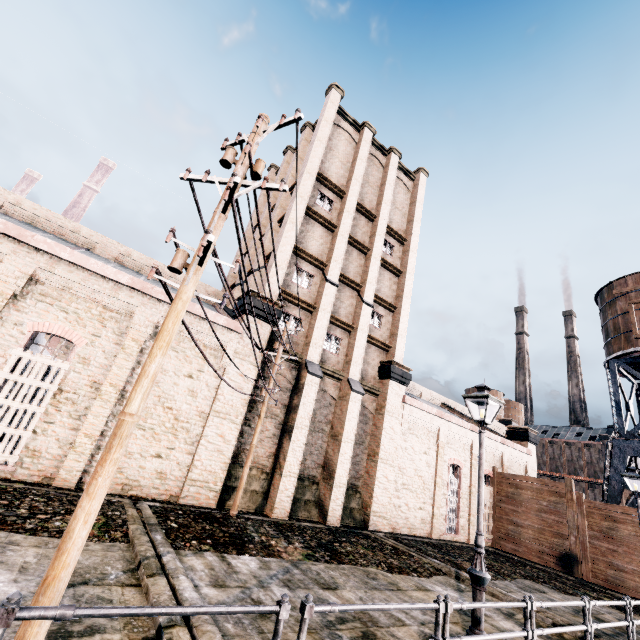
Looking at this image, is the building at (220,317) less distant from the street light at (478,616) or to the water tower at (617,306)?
the water tower at (617,306)

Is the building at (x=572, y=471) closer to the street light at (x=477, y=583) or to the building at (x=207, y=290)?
the building at (x=207, y=290)

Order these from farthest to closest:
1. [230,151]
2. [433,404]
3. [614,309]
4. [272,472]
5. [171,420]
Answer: [433,404] → [614,309] → [272,472] → [171,420] → [230,151]

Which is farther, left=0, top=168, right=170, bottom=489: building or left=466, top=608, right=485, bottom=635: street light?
left=0, top=168, right=170, bottom=489: building

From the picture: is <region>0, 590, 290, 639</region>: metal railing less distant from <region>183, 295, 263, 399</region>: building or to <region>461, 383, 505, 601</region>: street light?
<region>461, 383, 505, 601</region>: street light

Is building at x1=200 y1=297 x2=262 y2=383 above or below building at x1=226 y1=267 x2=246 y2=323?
below

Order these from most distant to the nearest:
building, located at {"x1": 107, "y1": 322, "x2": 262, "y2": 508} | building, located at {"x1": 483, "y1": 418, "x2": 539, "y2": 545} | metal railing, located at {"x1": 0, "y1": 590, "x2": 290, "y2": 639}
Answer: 1. building, located at {"x1": 483, "y1": 418, "x2": 539, "y2": 545}
2. building, located at {"x1": 107, "y1": 322, "x2": 262, "y2": 508}
3. metal railing, located at {"x1": 0, "y1": 590, "x2": 290, "y2": 639}

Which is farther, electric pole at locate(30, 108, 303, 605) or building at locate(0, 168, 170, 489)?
building at locate(0, 168, 170, 489)
